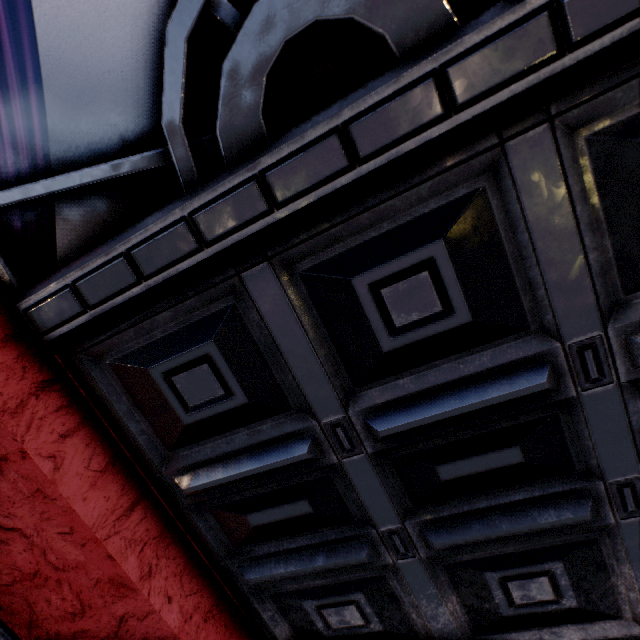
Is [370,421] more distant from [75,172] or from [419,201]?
[75,172]
